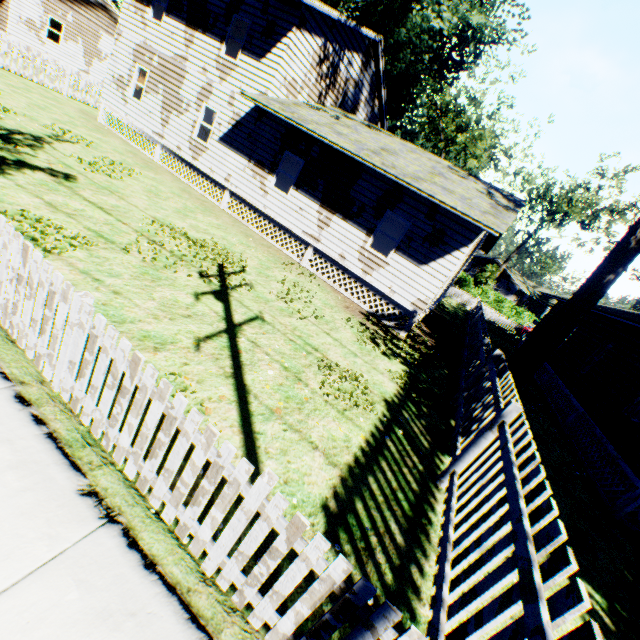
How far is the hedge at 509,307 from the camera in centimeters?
4291cm

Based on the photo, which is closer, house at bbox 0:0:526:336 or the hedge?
house at bbox 0:0:526:336

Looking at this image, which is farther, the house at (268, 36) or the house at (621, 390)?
the house at (268, 36)

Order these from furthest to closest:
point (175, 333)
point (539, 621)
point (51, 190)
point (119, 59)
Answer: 1. point (119, 59)
2. point (51, 190)
3. point (175, 333)
4. point (539, 621)

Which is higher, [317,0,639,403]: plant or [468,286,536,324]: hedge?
[317,0,639,403]: plant

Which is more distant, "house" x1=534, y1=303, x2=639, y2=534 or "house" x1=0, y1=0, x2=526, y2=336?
"house" x1=0, y1=0, x2=526, y2=336

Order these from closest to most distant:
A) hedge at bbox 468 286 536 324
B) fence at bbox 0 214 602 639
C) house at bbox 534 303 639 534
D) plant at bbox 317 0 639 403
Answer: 1. fence at bbox 0 214 602 639
2. house at bbox 534 303 639 534
3. plant at bbox 317 0 639 403
4. hedge at bbox 468 286 536 324

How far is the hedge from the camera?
42.9 meters
